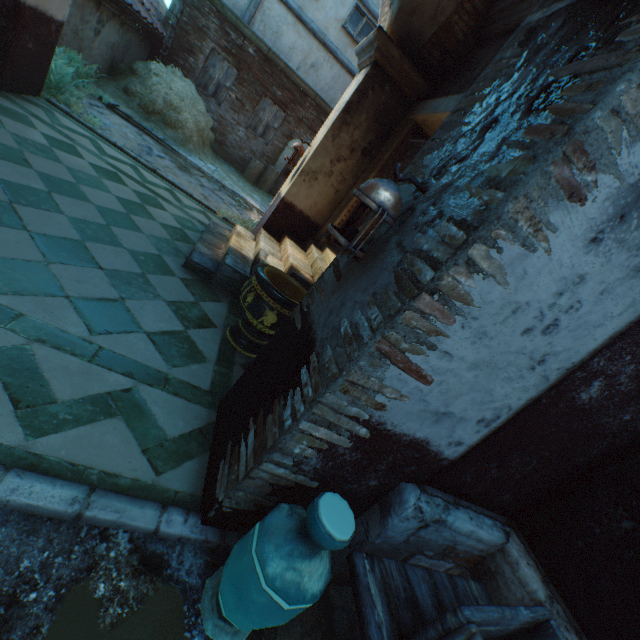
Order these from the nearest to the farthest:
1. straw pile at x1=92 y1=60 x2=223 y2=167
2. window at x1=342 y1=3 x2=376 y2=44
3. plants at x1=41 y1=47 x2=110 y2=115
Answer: plants at x1=41 y1=47 x2=110 y2=115, straw pile at x1=92 y1=60 x2=223 y2=167, window at x1=342 y1=3 x2=376 y2=44

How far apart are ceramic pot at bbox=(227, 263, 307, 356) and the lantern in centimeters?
144cm

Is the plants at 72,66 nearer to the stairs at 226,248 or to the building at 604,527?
the building at 604,527

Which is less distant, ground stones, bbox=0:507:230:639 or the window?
ground stones, bbox=0:507:230:639

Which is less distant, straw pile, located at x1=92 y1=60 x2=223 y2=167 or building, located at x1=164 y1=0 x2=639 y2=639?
building, located at x1=164 y1=0 x2=639 y2=639

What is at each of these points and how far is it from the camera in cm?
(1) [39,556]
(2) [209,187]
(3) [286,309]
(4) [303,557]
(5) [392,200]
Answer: (1) ground stones, 140
(2) ground stones, 803
(3) ceramic pot, 321
(4) ceramic pot, 139
(5) lantern, 148

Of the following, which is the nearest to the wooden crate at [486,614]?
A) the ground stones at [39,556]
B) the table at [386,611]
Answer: the table at [386,611]

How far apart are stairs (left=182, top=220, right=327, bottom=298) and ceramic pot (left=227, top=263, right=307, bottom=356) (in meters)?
0.50
